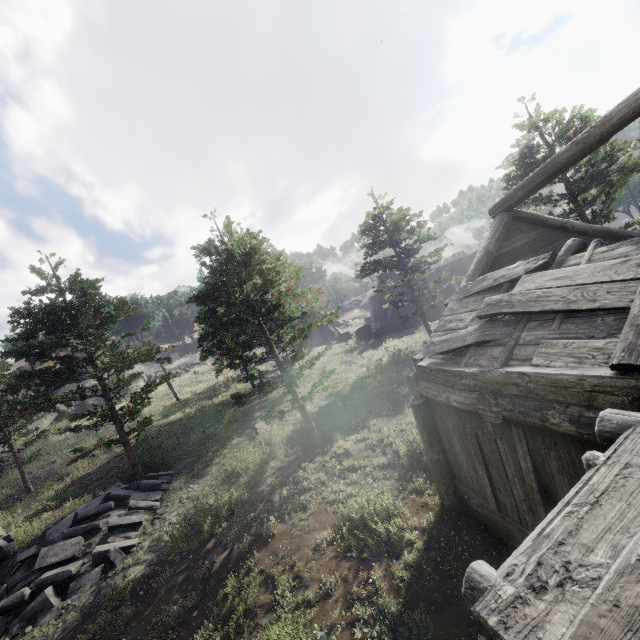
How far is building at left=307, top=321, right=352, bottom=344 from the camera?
34.9 meters

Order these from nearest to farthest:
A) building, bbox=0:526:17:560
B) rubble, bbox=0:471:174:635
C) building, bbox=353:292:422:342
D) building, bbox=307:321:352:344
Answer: rubble, bbox=0:471:174:635 < building, bbox=0:526:17:560 < building, bbox=353:292:422:342 < building, bbox=307:321:352:344

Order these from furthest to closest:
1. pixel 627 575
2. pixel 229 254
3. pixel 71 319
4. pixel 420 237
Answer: pixel 420 237 → pixel 71 319 → pixel 229 254 → pixel 627 575

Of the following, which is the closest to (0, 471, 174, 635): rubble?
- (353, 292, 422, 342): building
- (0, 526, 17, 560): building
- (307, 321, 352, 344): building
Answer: (0, 526, 17, 560): building

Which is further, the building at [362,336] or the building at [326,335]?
the building at [326,335]

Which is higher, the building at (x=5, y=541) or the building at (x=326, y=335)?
the building at (x=326, y=335)

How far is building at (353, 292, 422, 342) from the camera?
30.25m

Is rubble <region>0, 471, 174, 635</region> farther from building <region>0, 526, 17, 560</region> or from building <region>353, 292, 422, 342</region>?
building <region>353, 292, 422, 342</region>
